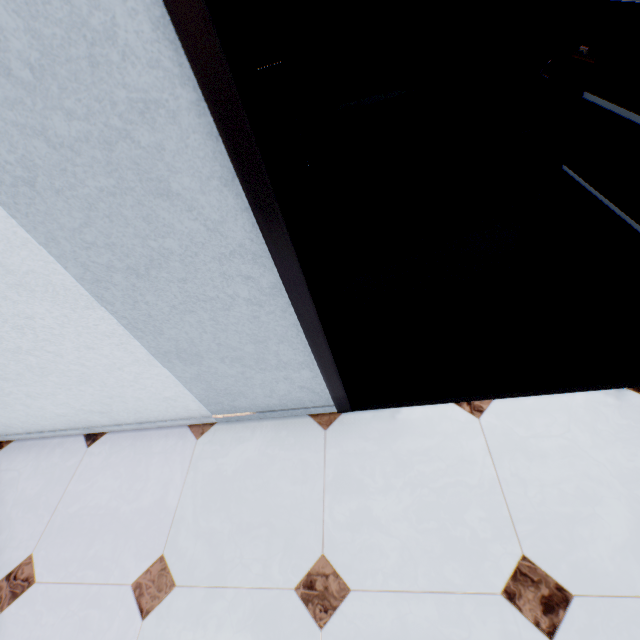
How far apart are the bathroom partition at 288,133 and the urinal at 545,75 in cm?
193

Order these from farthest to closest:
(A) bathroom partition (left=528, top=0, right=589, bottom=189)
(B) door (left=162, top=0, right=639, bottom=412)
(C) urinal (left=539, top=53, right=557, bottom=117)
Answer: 1. (C) urinal (left=539, top=53, right=557, bottom=117)
2. (A) bathroom partition (left=528, top=0, right=589, bottom=189)
3. (B) door (left=162, top=0, right=639, bottom=412)

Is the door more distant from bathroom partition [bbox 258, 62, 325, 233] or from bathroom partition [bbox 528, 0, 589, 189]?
bathroom partition [bbox 258, 62, 325, 233]

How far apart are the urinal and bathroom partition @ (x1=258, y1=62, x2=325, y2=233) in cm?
193

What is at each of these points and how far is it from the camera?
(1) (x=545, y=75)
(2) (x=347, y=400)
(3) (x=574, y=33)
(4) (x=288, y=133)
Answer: (1) urinal, 2.6m
(2) door, 1.6m
(3) bathroom partition, 1.8m
(4) bathroom partition, 2.3m

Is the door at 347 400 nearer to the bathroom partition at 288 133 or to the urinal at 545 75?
the urinal at 545 75

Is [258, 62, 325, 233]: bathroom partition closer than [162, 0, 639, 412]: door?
No

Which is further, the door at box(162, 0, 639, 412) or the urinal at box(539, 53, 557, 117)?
the urinal at box(539, 53, 557, 117)
